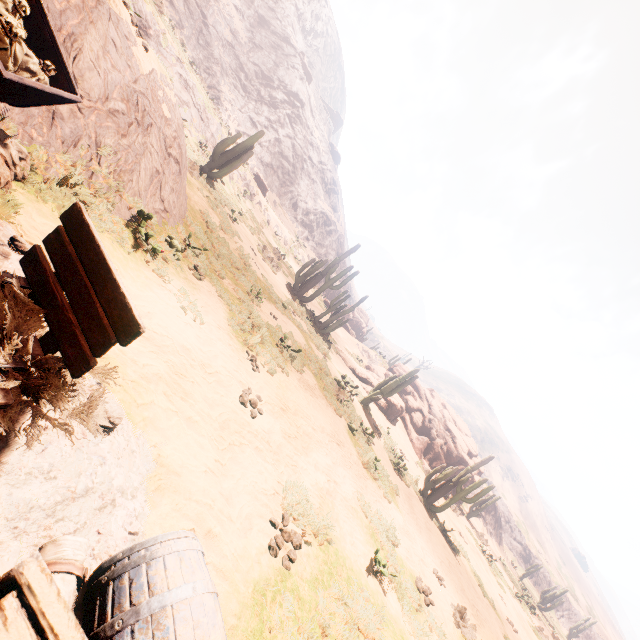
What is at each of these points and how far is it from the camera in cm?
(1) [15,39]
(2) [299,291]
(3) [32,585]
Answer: (1) burlap sack, 260
(2) instancedfoliageactor, 2228
(3) wooden box, 67

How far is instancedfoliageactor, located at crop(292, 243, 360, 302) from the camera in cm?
2148

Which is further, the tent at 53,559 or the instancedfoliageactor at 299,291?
the instancedfoliageactor at 299,291

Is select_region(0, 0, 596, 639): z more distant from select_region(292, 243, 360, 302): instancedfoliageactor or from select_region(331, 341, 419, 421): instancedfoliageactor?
select_region(331, 341, 419, 421): instancedfoliageactor

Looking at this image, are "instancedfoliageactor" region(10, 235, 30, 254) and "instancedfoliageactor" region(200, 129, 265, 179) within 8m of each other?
no

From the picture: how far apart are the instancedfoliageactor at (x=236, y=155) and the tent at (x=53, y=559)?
18.2m

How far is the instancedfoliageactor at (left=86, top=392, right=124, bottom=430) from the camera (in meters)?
2.23

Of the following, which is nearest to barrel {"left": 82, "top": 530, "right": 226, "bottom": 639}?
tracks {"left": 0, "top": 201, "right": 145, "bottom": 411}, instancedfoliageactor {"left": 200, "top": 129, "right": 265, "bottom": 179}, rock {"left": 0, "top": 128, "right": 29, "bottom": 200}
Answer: tracks {"left": 0, "top": 201, "right": 145, "bottom": 411}
